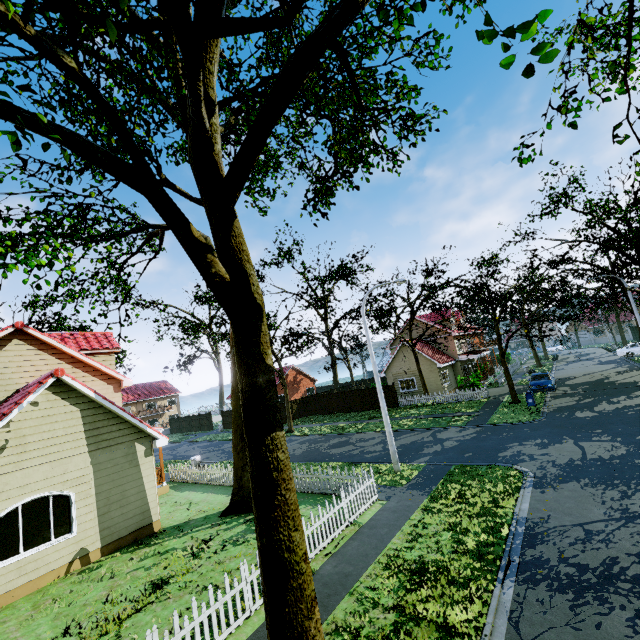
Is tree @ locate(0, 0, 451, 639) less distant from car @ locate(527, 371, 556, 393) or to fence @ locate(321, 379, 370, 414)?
fence @ locate(321, 379, 370, 414)

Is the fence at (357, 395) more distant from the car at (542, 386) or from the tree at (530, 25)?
the car at (542, 386)

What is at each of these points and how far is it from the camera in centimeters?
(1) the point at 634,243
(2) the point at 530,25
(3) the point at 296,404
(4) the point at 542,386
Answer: (1) tree, 2156cm
(2) tree, 381cm
(3) fence, 3788cm
(4) car, 2531cm

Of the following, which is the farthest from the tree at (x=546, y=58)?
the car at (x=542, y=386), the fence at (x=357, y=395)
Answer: the car at (x=542, y=386)

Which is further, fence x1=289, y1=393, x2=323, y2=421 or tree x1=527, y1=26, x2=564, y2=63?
fence x1=289, y1=393, x2=323, y2=421
